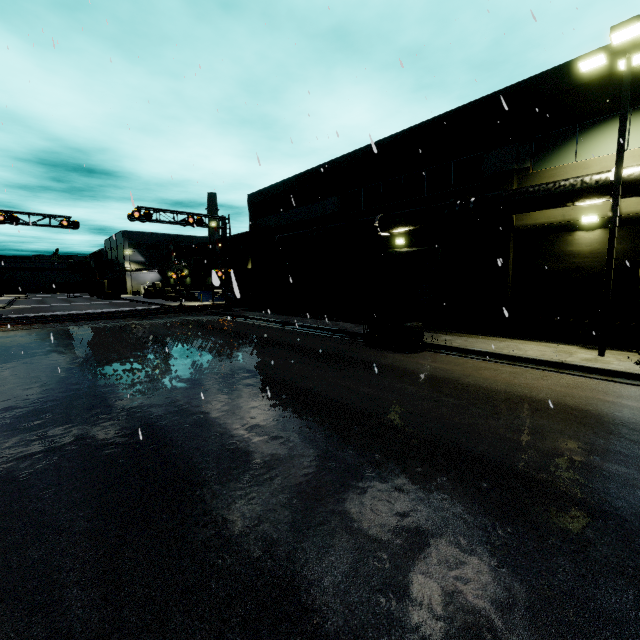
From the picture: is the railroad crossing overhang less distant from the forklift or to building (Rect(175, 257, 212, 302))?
building (Rect(175, 257, 212, 302))

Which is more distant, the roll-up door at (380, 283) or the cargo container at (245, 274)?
the cargo container at (245, 274)

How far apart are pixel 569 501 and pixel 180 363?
11.7 meters

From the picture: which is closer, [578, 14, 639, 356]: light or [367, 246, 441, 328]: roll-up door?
[578, 14, 639, 356]: light

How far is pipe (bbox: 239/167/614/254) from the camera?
11.4m

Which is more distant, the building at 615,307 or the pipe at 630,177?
the building at 615,307

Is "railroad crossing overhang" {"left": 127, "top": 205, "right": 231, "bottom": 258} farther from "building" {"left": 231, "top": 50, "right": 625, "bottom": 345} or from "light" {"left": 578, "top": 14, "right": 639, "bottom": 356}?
"light" {"left": 578, "top": 14, "right": 639, "bottom": 356}

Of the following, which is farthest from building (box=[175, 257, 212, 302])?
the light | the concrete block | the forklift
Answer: the forklift
